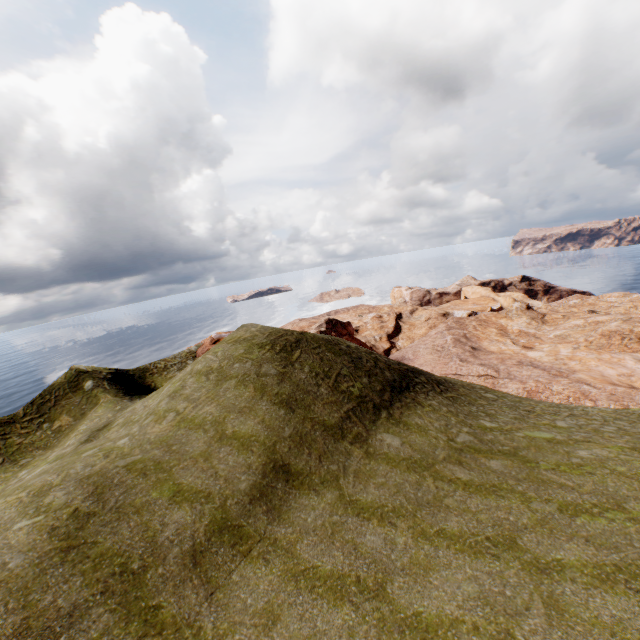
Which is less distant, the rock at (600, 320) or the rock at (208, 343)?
the rock at (600, 320)

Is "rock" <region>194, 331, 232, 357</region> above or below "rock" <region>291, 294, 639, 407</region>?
above

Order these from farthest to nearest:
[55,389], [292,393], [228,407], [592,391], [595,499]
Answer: [55,389], [592,391], [292,393], [228,407], [595,499]

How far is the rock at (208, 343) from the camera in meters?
40.4

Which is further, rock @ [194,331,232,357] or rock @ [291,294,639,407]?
rock @ [194,331,232,357]

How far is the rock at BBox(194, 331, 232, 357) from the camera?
40.4 meters
